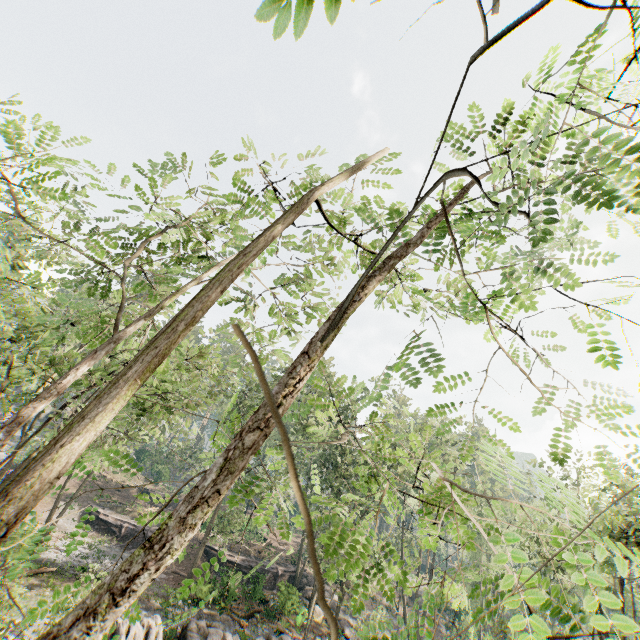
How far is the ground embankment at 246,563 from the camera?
26.50m

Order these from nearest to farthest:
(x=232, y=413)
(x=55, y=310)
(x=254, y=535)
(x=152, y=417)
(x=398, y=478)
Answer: (x=398, y=478) → (x=55, y=310) → (x=152, y=417) → (x=232, y=413) → (x=254, y=535)

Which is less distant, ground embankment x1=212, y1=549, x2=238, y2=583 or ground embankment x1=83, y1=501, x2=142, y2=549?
ground embankment x1=212, y1=549, x2=238, y2=583

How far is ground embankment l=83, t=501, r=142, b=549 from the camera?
32.2 meters

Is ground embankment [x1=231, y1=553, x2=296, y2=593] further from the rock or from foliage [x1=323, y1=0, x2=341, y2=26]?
the rock

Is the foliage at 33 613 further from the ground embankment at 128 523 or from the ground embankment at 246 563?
the ground embankment at 128 523

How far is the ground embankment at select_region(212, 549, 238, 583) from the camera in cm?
2458
